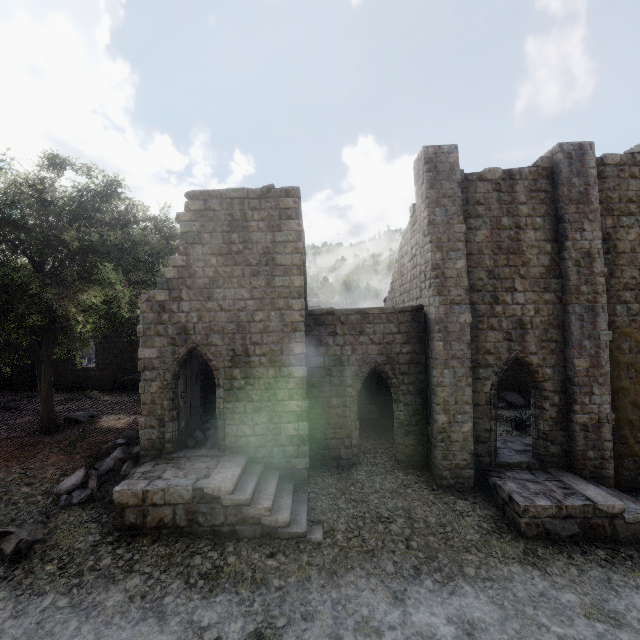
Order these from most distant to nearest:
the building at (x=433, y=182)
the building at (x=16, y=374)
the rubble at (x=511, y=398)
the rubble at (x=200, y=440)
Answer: the building at (x=16, y=374)
the rubble at (x=511, y=398)
the rubble at (x=200, y=440)
the building at (x=433, y=182)

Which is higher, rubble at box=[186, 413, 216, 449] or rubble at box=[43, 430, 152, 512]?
rubble at box=[186, 413, 216, 449]

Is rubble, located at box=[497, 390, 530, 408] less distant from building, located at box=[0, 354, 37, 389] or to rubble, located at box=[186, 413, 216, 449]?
building, located at box=[0, 354, 37, 389]

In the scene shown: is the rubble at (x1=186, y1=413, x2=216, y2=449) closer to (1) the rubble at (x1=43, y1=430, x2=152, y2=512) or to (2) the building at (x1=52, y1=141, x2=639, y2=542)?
(2) the building at (x1=52, y1=141, x2=639, y2=542)

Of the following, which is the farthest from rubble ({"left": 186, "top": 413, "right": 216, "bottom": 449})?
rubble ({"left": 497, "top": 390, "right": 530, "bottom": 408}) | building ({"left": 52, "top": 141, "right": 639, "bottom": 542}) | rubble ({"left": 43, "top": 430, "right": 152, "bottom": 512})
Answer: rubble ({"left": 497, "top": 390, "right": 530, "bottom": 408})

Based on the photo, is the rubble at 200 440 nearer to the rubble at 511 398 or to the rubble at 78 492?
the rubble at 78 492

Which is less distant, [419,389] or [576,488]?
[576,488]

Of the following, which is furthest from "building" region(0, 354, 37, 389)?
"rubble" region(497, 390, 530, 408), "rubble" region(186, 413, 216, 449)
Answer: "rubble" region(497, 390, 530, 408)
